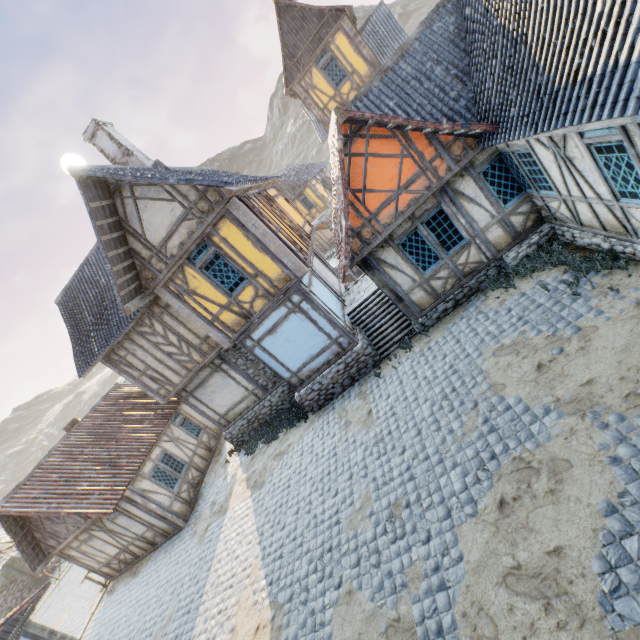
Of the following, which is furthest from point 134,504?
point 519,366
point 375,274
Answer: point 519,366

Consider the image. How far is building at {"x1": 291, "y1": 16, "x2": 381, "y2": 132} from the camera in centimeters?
1652cm

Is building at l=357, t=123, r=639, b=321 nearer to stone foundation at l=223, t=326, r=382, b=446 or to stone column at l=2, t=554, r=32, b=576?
stone foundation at l=223, t=326, r=382, b=446

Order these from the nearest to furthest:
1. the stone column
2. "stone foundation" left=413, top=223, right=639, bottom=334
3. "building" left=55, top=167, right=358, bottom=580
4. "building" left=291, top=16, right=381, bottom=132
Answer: "stone foundation" left=413, top=223, right=639, bottom=334 → "building" left=55, top=167, right=358, bottom=580 → "building" left=291, top=16, right=381, bottom=132 → the stone column

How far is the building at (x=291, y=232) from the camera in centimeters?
993cm

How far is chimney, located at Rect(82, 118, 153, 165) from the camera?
11.2m

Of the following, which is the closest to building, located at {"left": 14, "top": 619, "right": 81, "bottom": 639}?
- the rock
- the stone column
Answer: the rock

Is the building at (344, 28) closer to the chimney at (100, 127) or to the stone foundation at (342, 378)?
the stone foundation at (342, 378)
